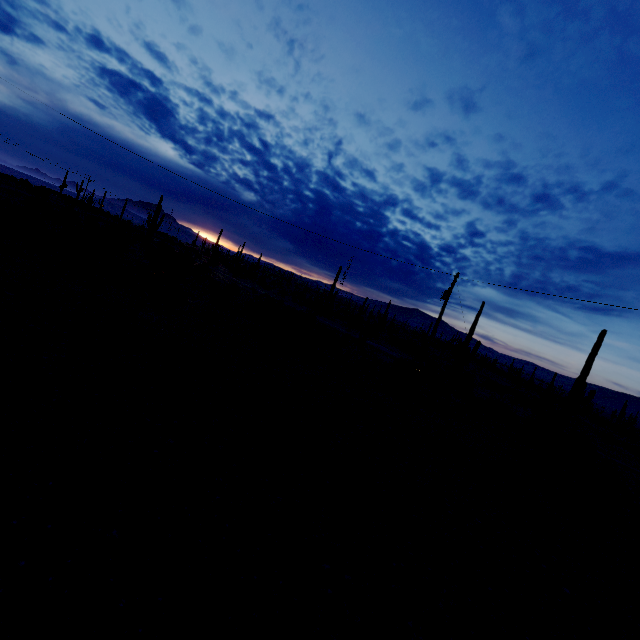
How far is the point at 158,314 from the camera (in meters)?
15.41
